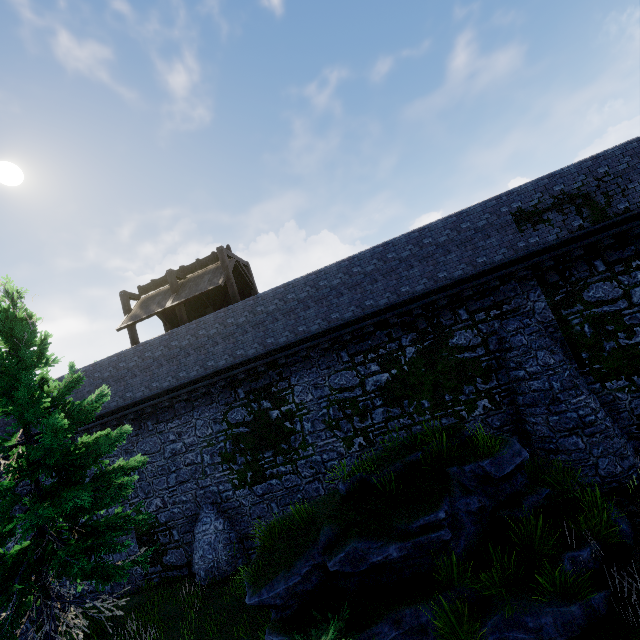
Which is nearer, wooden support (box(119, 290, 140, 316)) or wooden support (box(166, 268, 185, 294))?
wooden support (box(166, 268, 185, 294))

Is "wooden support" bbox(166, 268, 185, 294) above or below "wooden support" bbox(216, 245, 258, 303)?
above

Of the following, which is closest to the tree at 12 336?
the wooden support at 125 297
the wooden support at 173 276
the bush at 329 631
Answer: the bush at 329 631

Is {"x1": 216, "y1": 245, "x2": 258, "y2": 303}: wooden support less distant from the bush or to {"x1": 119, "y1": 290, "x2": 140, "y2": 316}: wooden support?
{"x1": 119, "y1": 290, "x2": 140, "y2": 316}: wooden support

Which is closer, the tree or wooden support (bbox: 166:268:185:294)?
the tree

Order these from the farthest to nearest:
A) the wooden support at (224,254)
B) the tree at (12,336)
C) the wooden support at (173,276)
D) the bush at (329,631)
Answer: the wooden support at (173,276) < the wooden support at (224,254) < the tree at (12,336) < the bush at (329,631)

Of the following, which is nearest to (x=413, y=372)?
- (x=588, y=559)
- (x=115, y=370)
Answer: (x=588, y=559)

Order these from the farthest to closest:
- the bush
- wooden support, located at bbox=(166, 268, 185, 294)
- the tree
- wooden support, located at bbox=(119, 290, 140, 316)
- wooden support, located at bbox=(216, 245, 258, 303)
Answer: wooden support, located at bbox=(119, 290, 140, 316), wooden support, located at bbox=(166, 268, 185, 294), wooden support, located at bbox=(216, 245, 258, 303), the tree, the bush
